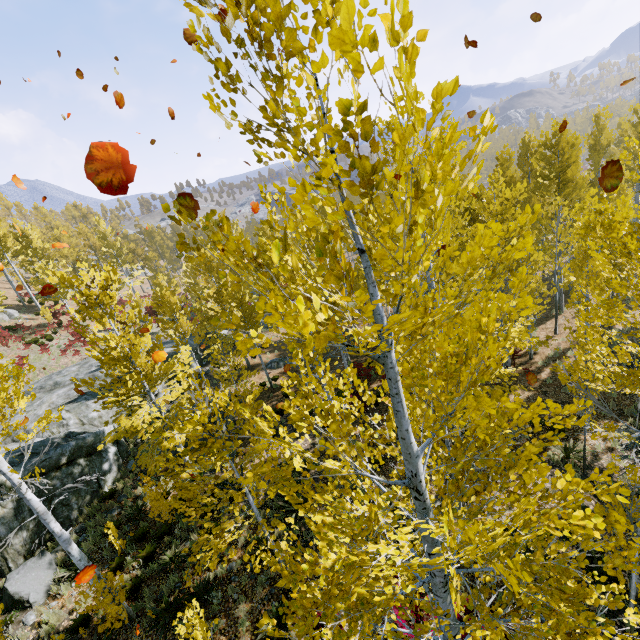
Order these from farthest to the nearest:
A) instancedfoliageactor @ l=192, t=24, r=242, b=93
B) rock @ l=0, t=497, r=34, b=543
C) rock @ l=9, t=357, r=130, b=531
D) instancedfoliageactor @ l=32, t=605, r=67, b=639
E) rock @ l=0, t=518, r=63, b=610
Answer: rock @ l=9, t=357, r=130, b=531 → rock @ l=0, t=497, r=34, b=543 → rock @ l=0, t=518, r=63, b=610 → instancedfoliageactor @ l=32, t=605, r=67, b=639 → instancedfoliageactor @ l=192, t=24, r=242, b=93

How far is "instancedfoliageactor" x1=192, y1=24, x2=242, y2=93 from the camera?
1.7m

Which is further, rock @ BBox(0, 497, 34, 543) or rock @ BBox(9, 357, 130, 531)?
rock @ BBox(9, 357, 130, 531)

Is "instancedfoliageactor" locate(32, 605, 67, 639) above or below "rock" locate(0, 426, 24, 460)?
below

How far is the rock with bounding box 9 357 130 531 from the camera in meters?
11.8

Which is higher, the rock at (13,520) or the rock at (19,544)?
the rock at (13,520)

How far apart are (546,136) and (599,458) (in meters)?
15.18

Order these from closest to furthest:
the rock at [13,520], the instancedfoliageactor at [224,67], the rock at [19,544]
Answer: the instancedfoliageactor at [224,67], the rock at [19,544], the rock at [13,520]
